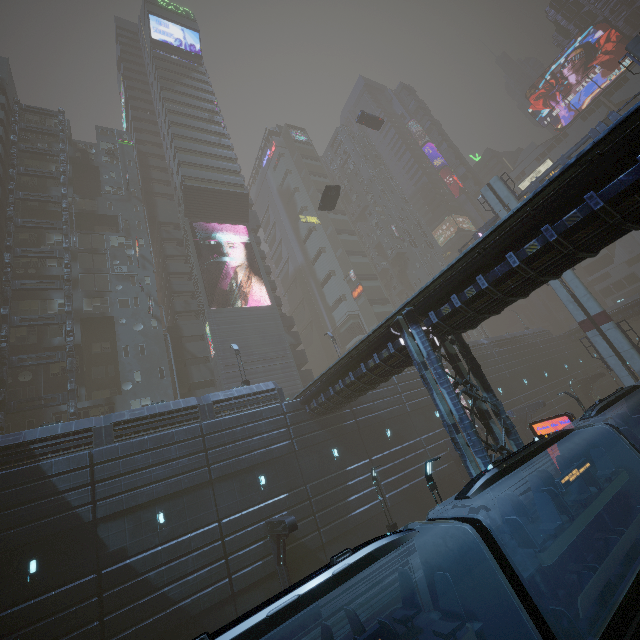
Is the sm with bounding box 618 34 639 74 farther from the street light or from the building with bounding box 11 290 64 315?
the street light

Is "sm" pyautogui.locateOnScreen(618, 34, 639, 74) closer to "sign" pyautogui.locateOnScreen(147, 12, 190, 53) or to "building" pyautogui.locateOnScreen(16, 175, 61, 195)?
"building" pyautogui.locateOnScreen(16, 175, 61, 195)

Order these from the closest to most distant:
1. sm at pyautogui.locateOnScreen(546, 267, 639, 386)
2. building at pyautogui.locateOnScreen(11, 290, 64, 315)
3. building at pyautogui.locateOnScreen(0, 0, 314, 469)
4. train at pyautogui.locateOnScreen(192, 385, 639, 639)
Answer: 1. train at pyautogui.locateOnScreen(192, 385, 639, 639)
2. building at pyautogui.locateOnScreen(0, 0, 314, 469)
3. sm at pyautogui.locateOnScreen(546, 267, 639, 386)
4. building at pyautogui.locateOnScreen(11, 290, 64, 315)

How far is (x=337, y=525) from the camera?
21.9m

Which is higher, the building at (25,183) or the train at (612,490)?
the building at (25,183)

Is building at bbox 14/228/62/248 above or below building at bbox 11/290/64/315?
above

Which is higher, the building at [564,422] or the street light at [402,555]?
the building at [564,422]

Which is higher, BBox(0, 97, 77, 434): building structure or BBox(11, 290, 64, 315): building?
BBox(11, 290, 64, 315): building
